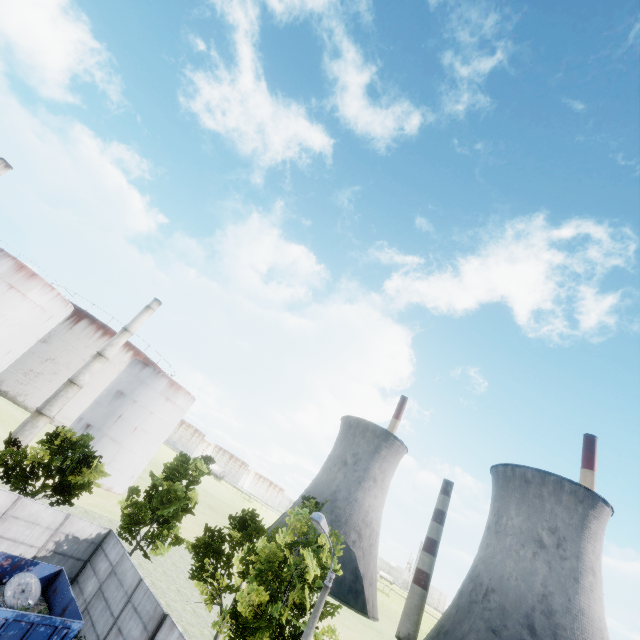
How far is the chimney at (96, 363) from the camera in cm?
4022

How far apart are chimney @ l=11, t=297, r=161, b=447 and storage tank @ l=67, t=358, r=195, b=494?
5.8m

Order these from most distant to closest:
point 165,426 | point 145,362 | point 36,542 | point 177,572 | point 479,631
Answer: point 479,631 < point 145,362 < point 165,426 < point 177,572 < point 36,542

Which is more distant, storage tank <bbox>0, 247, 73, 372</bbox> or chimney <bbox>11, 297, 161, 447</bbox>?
chimney <bbox>11, 297, 161, 447</bbox>

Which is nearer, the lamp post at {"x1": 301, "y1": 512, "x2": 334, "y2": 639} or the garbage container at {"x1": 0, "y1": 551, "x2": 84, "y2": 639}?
the lamp post at {"x1": 301, "y1": 512, "x2": 334, "y2": 639}

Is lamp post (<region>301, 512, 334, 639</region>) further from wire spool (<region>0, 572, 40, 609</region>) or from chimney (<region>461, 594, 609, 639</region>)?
chimney (<region>461, 594, 609, 639</region>)

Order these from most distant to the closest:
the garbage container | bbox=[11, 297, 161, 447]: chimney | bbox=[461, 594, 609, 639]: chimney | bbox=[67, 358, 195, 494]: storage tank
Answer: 1. bbox=[461, 594, 609, 639]: chimney
2. bbox=[67, 358, 195, 494]: storage tank
3. bbox=[11, 297, 161, 447]: chimney
4. the garbage container

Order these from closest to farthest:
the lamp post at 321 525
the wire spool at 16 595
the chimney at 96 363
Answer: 1. the lamp post at 321 525
2. the wire spool at 16 595
3. the chimney at 96 363
